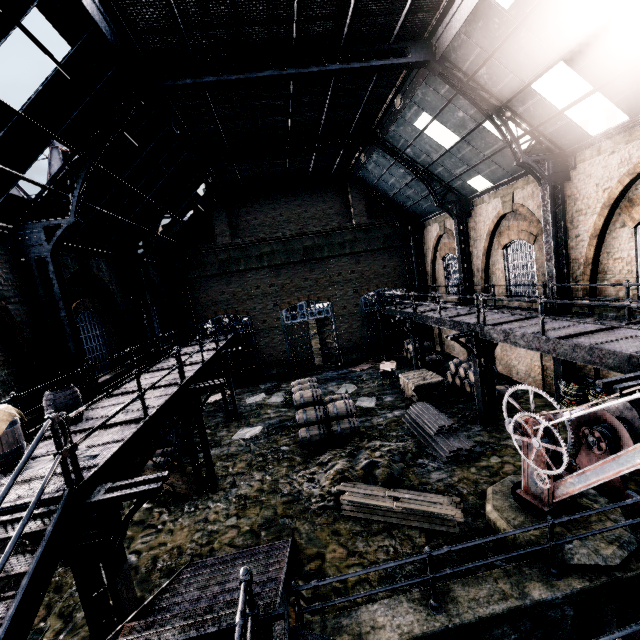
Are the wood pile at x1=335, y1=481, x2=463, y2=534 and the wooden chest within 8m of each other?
yes

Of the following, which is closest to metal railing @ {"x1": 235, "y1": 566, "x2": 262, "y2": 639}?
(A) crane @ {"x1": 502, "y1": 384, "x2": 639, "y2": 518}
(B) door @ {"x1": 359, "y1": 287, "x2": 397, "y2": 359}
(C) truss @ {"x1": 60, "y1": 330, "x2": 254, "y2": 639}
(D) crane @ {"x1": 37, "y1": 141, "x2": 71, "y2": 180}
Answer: (C) truss @ {"x1": 60, "y1": 330, "x2": 254, "y2": 639}

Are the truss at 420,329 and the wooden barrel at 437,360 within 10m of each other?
yes

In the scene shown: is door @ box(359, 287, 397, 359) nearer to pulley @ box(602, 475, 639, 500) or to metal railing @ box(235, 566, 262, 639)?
pulley @ box(602, 475, 639, 500)

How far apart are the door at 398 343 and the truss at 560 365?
12.4 meters

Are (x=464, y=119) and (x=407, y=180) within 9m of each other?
yes

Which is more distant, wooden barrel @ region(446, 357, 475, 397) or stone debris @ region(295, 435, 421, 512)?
wooden barrel @ region(446, 357, 475, 397)

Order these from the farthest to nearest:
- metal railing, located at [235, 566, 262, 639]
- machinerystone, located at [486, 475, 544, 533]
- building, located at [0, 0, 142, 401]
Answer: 1. machinerystone, located at [486, 475, 544, 533]
2. building, located at [0, 0, 142, 401]
3. metal railing, located at [235, 566, 262, 639]
